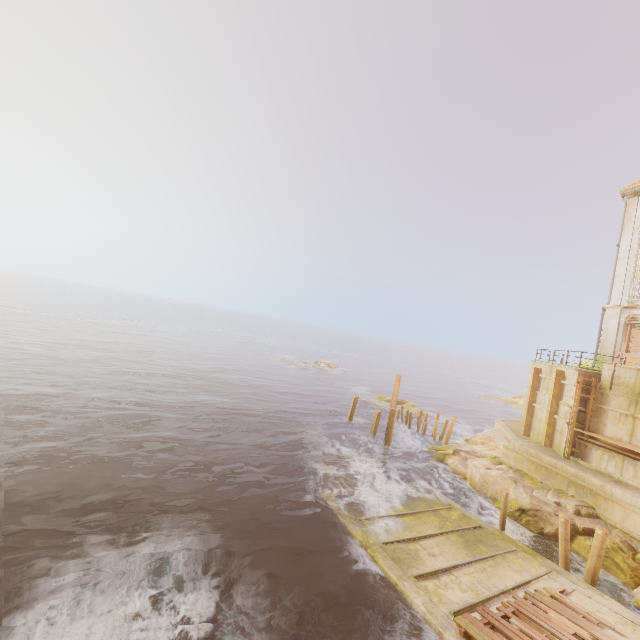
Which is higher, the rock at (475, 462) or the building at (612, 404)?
the building at (612, 404)

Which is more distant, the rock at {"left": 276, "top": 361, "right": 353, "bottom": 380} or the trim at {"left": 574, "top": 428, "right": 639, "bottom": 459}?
the rock at {"left": 276, "top": 361, "right": 353, "bottom": 380}

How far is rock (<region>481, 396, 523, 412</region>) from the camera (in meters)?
54.66

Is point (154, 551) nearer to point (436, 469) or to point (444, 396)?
point (436, 469)

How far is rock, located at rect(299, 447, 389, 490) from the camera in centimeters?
1723cm

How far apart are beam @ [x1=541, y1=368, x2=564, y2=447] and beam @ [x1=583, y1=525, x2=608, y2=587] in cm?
832

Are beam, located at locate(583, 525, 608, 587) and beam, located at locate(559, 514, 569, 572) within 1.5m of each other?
yes

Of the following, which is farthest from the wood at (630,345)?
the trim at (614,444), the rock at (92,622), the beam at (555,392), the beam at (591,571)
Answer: the rock at (92,622)
